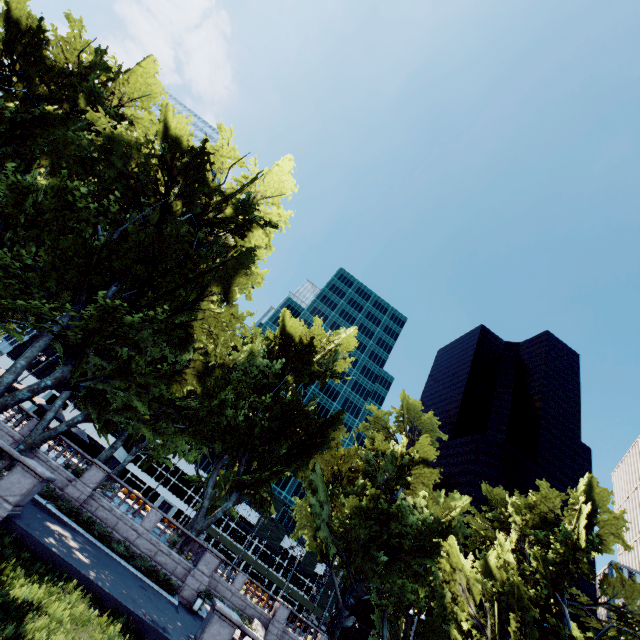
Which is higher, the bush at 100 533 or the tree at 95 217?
the tree at 95 217

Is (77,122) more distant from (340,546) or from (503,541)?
(503,541)

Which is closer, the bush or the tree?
the tree

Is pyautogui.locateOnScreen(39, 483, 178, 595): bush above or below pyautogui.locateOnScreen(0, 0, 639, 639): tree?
below

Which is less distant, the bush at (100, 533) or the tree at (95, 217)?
the tree at (95, 217)

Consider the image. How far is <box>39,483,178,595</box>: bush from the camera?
19.8 meters
